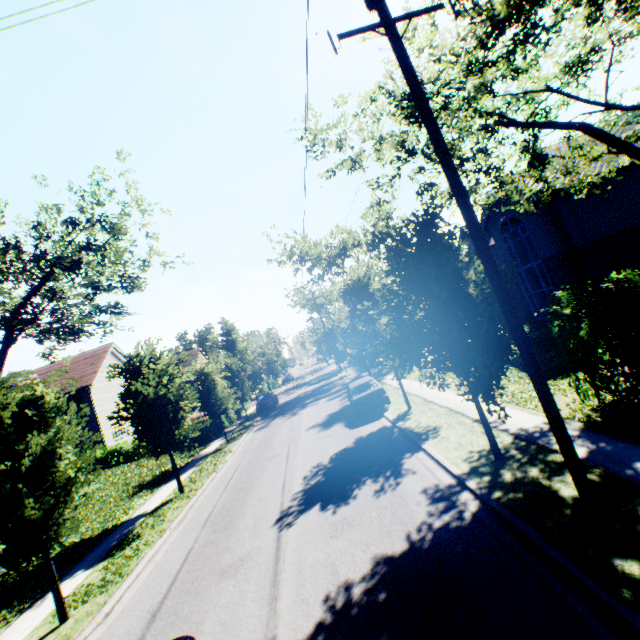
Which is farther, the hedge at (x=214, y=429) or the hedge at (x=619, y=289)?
the hedge at (x=214, y=429)

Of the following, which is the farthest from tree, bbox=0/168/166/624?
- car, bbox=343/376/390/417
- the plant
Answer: car, bbox=343/376/390/417

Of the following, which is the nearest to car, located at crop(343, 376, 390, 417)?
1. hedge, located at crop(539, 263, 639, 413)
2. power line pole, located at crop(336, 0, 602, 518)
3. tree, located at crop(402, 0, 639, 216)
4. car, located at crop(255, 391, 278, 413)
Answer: tree, located at crop(402, 0, 639, 216)

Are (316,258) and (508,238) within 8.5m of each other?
no

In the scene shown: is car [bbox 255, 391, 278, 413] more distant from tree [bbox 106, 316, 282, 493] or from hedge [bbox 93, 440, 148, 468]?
hedge [bbox 93, 440, 148, 468]

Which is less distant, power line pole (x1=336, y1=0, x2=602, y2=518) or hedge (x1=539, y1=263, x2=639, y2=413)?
power line pole (x1=336, y1=0, x2=602, y2=518)

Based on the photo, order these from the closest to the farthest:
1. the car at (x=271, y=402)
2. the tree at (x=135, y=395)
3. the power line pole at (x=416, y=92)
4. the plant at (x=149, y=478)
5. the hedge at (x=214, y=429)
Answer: the power line pole at (x=416, y=92) → the plant at (x=149, y=478) → the tree at (x=135, y=395) → the hedge at (x=214, y=429) → the car at (x=271, y=402)

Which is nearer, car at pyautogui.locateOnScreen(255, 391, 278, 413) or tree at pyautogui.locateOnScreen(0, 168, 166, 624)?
tree at pyautogui.locateOnScreen(0, 168, 166, 624)
